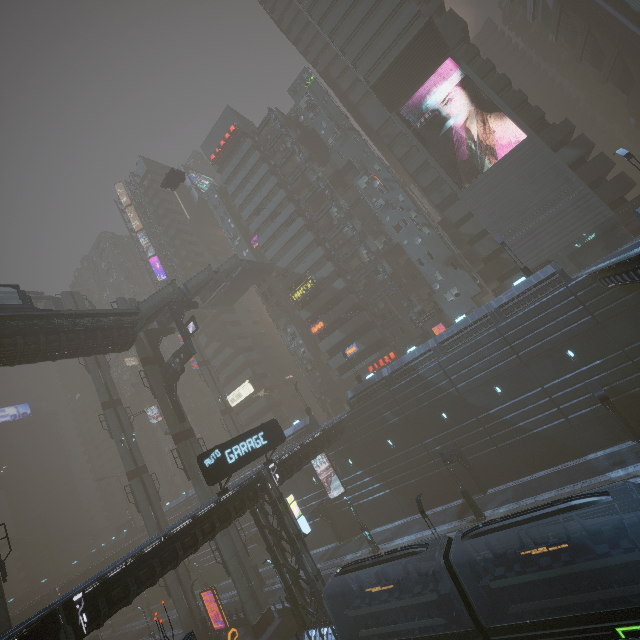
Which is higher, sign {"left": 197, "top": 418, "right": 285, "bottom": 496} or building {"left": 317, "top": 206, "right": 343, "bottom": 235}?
building {"left": 317, "top": 206, "right": 343, "bottom": 235}

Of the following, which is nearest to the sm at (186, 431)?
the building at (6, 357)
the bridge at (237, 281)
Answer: the building at (6, 357)

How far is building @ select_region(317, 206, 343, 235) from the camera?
49.8m

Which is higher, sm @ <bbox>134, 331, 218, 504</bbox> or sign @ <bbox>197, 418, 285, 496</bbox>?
sm @ <bbox>134, 331, 218, 504</bbox>

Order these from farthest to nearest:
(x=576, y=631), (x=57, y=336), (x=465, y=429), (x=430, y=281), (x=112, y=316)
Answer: (x=430, y=281) < (x=465, y=429) < (x=112, y=316) < (x=57, y=336) < (x=576, y=631)

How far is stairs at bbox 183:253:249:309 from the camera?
39.8m

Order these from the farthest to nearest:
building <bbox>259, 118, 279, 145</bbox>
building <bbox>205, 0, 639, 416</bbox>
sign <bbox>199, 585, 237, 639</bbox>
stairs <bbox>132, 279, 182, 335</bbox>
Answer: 1. building <bbox>259, 118, 279, 145</bbox>
2. building <bbox>205, 0, 639, 416</bbox>
3. stairs <bbox>132, 279, 182, 335</bbox>
4. sign <bbox>199, 585, 237, 639</bbox>

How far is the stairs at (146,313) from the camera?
30.62m
